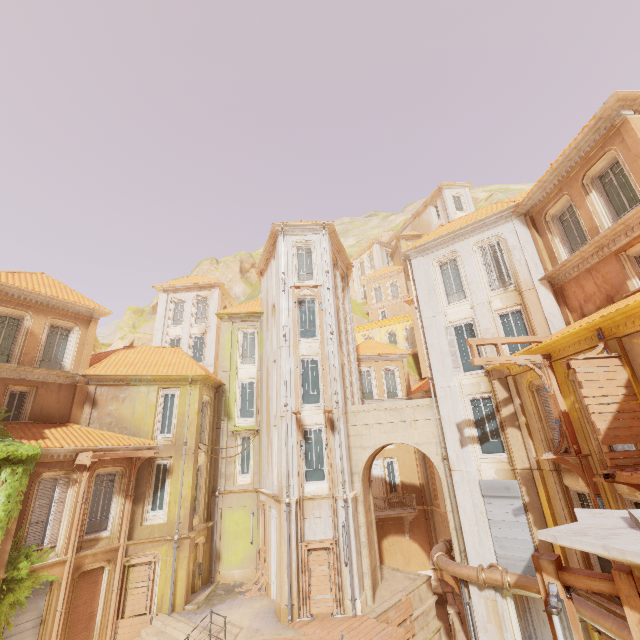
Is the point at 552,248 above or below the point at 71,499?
above

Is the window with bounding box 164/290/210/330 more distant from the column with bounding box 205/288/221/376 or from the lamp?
the lamp

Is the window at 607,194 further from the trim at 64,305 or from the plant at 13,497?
the trim at 64,305

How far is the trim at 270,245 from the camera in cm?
2217

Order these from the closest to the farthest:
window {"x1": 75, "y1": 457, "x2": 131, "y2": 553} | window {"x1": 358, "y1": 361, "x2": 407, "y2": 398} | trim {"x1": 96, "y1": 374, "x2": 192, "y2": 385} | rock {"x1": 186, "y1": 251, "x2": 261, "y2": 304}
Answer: Result:
1. window {"x1": 75, "y1": 457, "x2": 131, "y2": 553}
2. trim {"x1": 96, "y1": 374, "x2": 192, "y2": 385}
3. window {"x1": 358, "y1": 361, "x2": 407, "y2": 398}
4. rock {"x1": 186, "y1": 251, "x2": 261, "y2": 304}

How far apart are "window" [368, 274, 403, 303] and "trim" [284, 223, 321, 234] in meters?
22.7 m

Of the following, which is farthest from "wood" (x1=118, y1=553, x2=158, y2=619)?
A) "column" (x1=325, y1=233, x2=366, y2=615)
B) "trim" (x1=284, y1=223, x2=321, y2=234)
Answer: "trim" (x1=284, y1=223, x2=321, y2=234)

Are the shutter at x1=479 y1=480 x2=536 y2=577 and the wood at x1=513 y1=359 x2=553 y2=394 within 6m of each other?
yes
